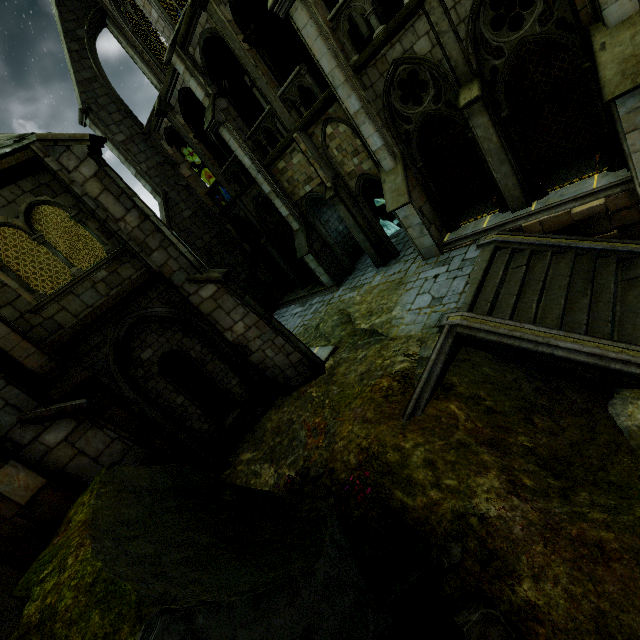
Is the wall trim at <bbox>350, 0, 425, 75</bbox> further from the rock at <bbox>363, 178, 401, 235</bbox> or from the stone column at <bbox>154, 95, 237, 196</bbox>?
the stone column at <bbox>154, 95, 237, 196</bbox>

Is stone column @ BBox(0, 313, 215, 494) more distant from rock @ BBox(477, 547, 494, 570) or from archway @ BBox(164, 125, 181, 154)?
archway @ BBox(164, 125, 181, 154)

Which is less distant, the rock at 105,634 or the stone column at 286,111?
the rock at 105,634

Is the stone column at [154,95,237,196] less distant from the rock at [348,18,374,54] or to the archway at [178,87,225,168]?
the archway at [178,87,225,168]

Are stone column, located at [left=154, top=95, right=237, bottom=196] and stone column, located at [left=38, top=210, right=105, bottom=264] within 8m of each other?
no

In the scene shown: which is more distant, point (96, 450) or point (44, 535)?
point (96, 450)

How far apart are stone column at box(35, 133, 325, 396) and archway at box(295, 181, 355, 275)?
6.66m

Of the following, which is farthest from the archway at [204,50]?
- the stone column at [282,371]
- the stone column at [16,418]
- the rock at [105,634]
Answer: the rock at [105,634]
